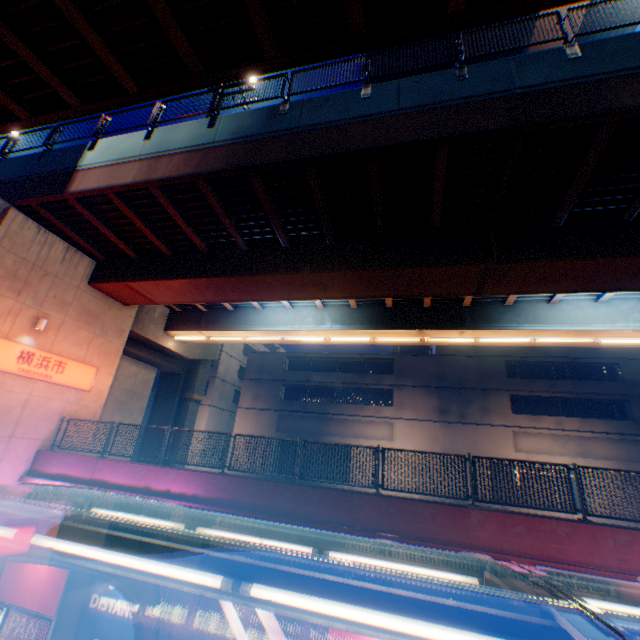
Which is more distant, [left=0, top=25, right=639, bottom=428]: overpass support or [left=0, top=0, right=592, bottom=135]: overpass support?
[left=0, top=25, right=639, bottom=428]: overpass support

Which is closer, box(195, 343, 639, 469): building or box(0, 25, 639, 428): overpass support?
box(0, 25, 639, 428): overpass support

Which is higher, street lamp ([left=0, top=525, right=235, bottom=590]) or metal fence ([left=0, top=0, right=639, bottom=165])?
metal fence ([left=0, top=0, right=639, bottom=165])

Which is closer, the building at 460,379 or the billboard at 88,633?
the billboard at 88,633

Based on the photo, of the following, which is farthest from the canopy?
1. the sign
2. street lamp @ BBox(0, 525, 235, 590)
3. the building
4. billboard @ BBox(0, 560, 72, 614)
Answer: the building

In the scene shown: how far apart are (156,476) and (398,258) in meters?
10.8

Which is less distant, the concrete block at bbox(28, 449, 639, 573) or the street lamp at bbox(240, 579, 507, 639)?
the street lamp at bbox(240, 579, 507, 639)

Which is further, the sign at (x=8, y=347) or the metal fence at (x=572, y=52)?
the sign at (x=8, y=347)
